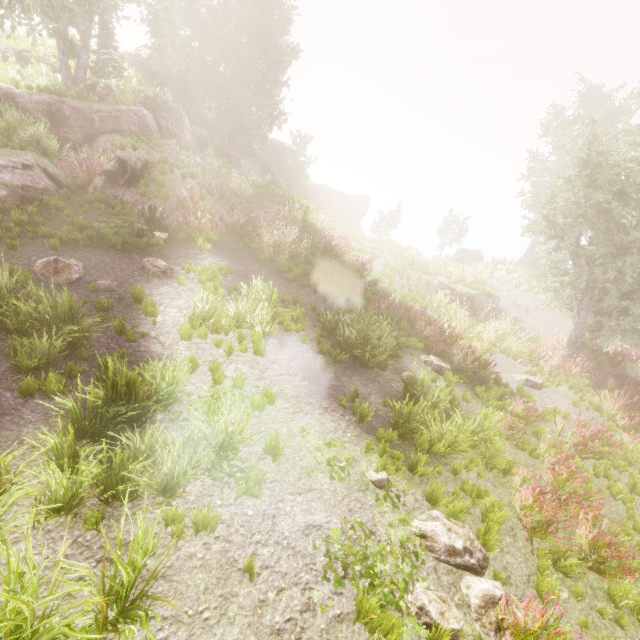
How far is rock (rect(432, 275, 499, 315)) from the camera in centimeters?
1738cm

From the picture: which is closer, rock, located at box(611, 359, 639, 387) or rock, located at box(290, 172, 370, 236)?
rock, located at box(611, 359, 639, 387)

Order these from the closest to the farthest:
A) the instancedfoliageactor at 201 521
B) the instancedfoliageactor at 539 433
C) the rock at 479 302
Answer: the instancedfoliageactor at 201 521 < the instancedfoliageactor at 539 433 < the rock at 479 302

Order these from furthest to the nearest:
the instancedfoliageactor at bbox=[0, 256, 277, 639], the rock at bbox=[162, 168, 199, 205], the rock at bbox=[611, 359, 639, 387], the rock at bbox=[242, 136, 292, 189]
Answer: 1. the rock at bbox=[242, 136, 292, 189]
2. the rock at bbox=[611, 359, 639, 387]
3. the rock at bbox=[162, 168, 199, 205]
4. the instancedfoliageactor at bbox=[0, 256, 277, 639]

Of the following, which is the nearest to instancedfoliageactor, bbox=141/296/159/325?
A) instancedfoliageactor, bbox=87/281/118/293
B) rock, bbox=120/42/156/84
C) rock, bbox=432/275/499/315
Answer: rock, bbox=120/42/156/84

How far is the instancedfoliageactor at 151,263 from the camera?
8.4 meters

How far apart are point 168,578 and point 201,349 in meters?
4.2 m

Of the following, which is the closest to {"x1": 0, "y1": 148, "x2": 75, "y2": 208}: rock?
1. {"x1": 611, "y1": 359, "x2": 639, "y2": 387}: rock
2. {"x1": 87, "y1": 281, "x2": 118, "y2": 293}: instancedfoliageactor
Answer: {"x1": 87, "y1": 281, "x2": 118, "y2": 293}: instancedfoliageactor
